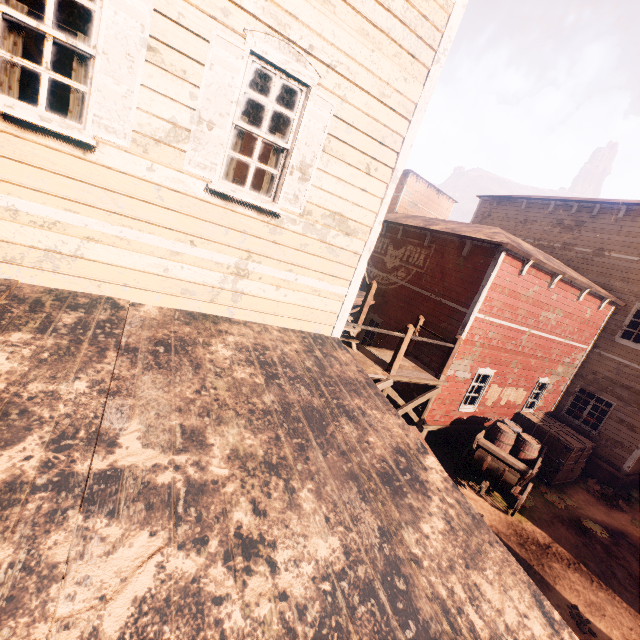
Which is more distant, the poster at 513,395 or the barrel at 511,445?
the poster at 513,395

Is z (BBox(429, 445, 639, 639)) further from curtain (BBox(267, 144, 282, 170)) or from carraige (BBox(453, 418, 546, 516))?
curtain (BBox(267, 144, 282, 170))

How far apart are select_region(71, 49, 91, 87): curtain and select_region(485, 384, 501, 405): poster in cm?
1249

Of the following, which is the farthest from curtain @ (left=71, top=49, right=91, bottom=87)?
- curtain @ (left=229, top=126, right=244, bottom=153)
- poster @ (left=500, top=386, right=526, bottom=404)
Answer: poster @ (left=500, top=386, right=526, bottom=404)

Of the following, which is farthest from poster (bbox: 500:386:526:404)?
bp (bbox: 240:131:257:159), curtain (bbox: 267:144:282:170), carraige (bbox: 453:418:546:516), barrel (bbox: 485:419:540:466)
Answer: curtain (bbox: 267:144:282:170)

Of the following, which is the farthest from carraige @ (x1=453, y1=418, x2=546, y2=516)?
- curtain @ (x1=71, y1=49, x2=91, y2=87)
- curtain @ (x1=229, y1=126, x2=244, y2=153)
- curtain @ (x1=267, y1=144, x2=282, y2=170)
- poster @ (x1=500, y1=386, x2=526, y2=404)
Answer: curtain @ (x1=71, y1=49, x2=91, y2=87)

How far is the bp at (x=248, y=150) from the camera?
6.2m

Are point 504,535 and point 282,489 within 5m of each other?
no
